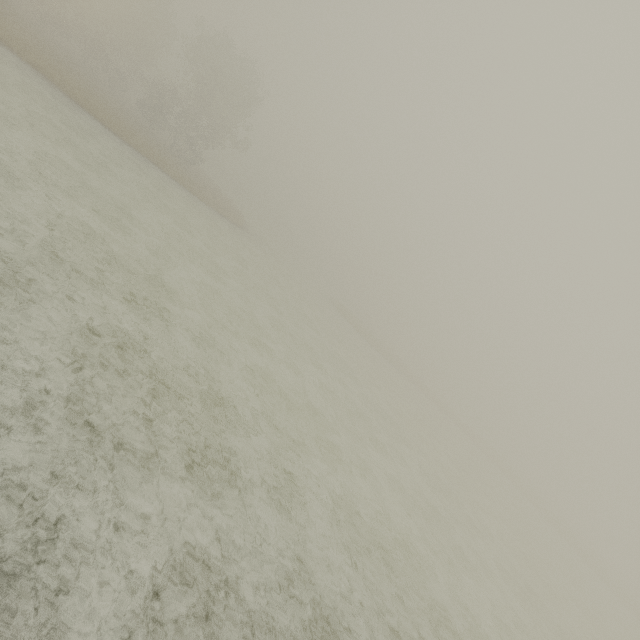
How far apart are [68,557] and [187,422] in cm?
339
